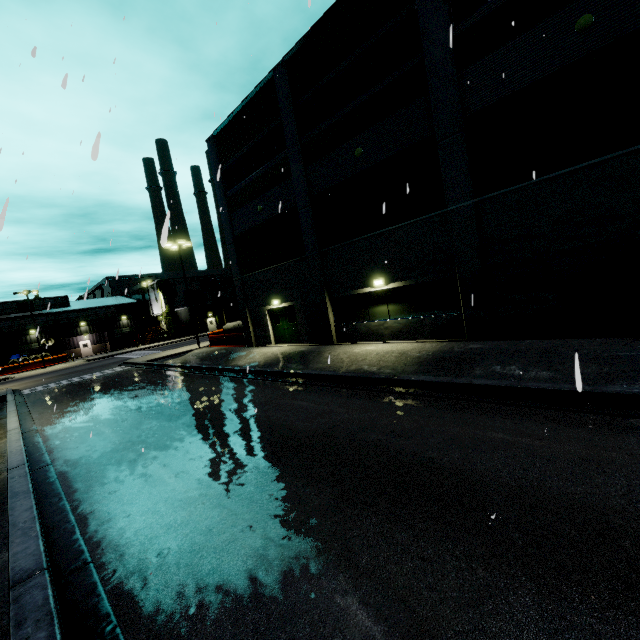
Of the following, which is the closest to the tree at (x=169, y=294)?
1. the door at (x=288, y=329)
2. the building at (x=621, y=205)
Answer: the building at (x=621, y=205)

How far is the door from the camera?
20.1m

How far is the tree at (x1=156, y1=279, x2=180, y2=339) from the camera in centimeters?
5162cm

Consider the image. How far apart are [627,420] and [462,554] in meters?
4.0

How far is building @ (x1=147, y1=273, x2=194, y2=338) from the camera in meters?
52.3 m

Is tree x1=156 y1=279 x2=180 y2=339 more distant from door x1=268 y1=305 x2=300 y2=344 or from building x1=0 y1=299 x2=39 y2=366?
door x1=268 y1=305 x2=300 y2=344

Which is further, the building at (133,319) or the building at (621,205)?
the building at (133,319)
